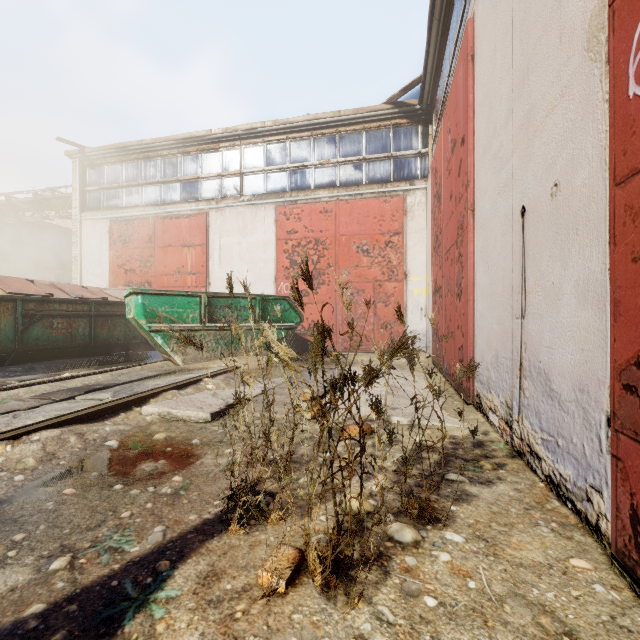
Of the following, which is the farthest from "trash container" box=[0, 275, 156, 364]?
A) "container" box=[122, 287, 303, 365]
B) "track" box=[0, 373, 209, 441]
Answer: "track" box=[0, 373, 209, 441]

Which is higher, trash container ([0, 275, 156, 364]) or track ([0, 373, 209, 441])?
trash container ([0, 275, 156, 364])

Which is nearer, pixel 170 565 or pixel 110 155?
pixel 170 565

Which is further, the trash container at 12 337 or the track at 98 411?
the trash container at 12 337

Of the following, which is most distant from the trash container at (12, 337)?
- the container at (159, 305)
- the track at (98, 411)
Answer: the track at (98, 411)

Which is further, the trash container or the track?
the trash container

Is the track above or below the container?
below
